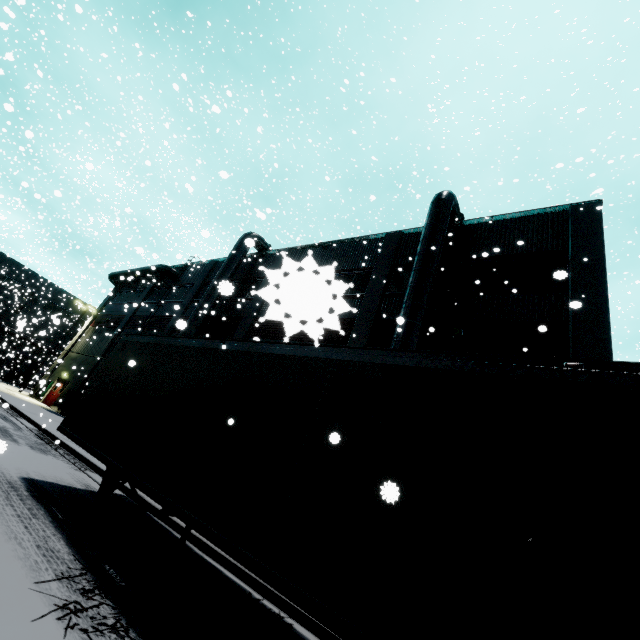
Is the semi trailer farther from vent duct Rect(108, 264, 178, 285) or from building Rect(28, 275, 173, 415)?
vent duct Rect(108, 264, 178, 285)

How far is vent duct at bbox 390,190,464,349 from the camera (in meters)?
11.32

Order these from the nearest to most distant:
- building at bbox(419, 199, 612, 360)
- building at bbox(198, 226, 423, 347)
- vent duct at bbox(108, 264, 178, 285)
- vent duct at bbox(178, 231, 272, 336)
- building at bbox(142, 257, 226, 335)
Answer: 1. building at bbox(198, 226, 423, 347)
2. building at bbox(419, 199, 612, 360)
3. vent duct at bbox(178, 231, 272, 336)
4. building at bbox(142, 257, 226, 335)
5. vent duct at bbox(108, 264, 178, 285)

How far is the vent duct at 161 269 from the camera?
28.7 meters

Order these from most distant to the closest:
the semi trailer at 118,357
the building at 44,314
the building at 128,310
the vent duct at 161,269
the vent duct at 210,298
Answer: the building at 44,314
the vent duct at 161,269
the building at 128,310
the vent duct at 210,298
the semi trailer at 118,357

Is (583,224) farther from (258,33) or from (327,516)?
(258,33)
